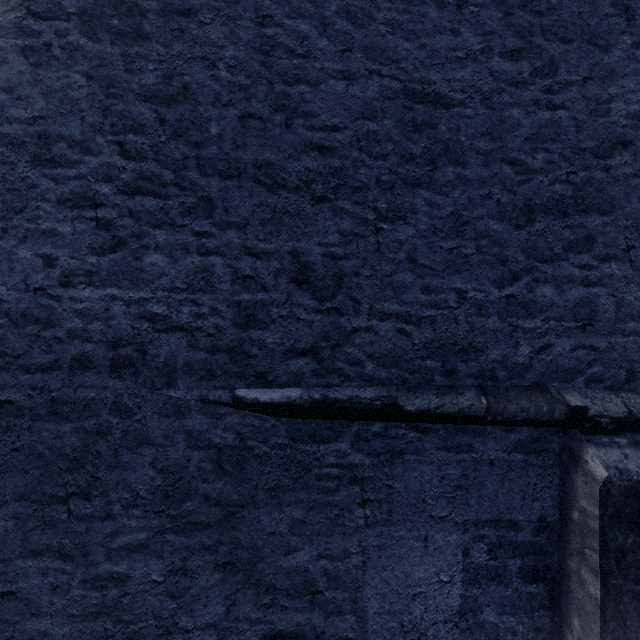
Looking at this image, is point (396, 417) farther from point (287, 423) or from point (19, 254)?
point (19, 254)
